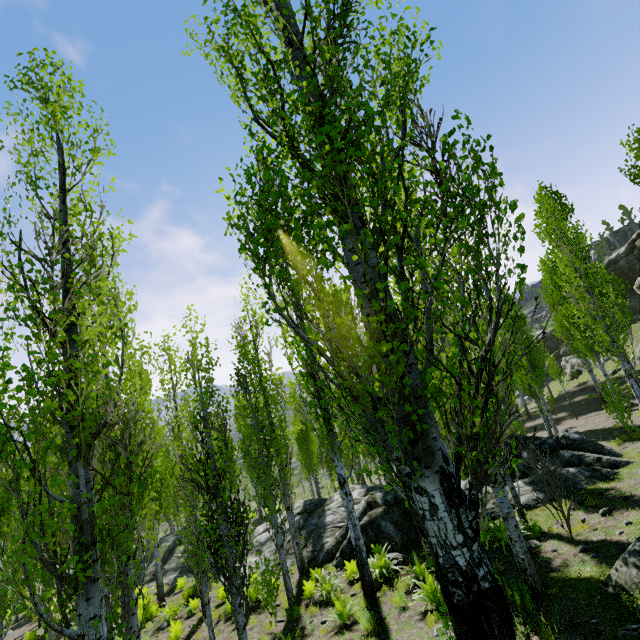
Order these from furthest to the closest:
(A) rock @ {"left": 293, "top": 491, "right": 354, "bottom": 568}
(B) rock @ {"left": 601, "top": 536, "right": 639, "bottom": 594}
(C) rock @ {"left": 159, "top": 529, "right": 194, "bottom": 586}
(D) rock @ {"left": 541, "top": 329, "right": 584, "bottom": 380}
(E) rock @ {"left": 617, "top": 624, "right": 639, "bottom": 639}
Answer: (D) rock @ {"left": 541, "top": 329, "right": 584, "bottom": 380} → (C) rock @ {"left": 159, "top": 529, "right": 194, "bottom": 586} → (A) rock @ {"left": 293, "top": 491, "right": 354, "bottom": 568} → (B) rock @ {"left": 601, "top": 536, "right": 639, "bottom": 594} → (E) rock @ {"left": 617, "top": 624, "right": 639, "bottom": 639}

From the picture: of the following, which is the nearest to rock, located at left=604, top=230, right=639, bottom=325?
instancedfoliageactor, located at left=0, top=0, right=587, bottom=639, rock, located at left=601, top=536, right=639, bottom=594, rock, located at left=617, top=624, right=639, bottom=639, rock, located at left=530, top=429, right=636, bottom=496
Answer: instancedfoliageactor, located at left=0, top=0, right=587, bottom=639

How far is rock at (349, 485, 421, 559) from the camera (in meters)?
12.03

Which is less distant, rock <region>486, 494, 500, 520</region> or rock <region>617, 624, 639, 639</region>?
rock <region>617, 624, 639, 639</region>

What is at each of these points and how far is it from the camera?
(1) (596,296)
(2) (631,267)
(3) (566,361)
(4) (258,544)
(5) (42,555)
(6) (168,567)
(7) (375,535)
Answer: (1) instancedfoliageactor, 15.9 meters
(2) rock, 35.3 meters
(3) rock, 38.5 meters
(4) rock, 17.4 meters
(5) instancedfoliageactor, 3.2 meters
(6) rock, 19.2 meters
(7) rock, 12.4 meters

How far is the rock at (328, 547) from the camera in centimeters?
1278cm

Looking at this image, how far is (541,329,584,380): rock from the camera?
35.7m

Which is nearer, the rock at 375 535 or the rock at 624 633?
the rock at 624 633
